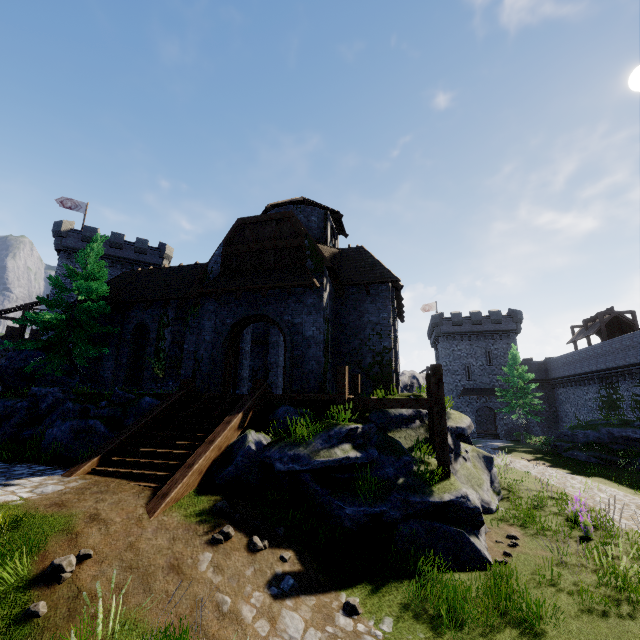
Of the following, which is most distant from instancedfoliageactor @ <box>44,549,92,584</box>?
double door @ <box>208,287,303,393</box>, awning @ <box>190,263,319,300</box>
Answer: awning @ <box>190,263,319,300</box>

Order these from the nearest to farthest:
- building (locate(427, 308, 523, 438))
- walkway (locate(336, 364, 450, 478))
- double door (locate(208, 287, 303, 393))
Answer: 1. walkway (locate(336, 364, 450, 478))
2. double door (locate(208, 287, 303, 393))
3. building (locate(427, 308, 523, 438))

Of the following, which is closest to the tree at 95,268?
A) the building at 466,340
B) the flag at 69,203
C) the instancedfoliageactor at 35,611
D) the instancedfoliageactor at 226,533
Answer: the instancedfoliageactor at 226,533

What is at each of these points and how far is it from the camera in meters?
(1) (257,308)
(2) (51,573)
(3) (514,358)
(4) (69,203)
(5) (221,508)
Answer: (1) double door, 15.1
(2) instancedfoliageactor, 4.7
(3) tree, 36.0
(4) flag, 37.0
(5) instancedfoliageactor, 6.9

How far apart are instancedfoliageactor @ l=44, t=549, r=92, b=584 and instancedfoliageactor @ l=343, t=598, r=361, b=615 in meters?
4.4

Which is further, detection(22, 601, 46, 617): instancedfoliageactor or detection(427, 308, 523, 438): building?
detection(427, 308, 523, 438): building

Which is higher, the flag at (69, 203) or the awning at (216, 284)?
the flag at (69, 203)

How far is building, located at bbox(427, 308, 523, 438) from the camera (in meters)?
43.31
